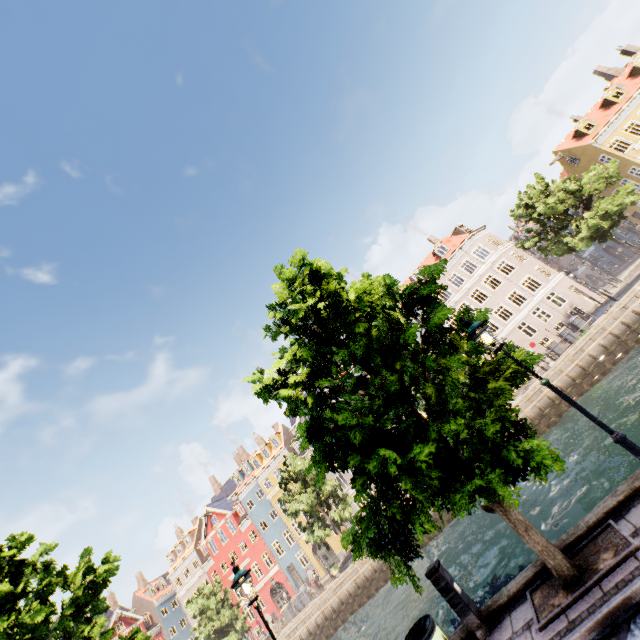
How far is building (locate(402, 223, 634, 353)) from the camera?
32.2 meters

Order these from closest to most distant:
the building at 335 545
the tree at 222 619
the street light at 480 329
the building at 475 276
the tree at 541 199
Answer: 1. the street light at 480 329
2. the tree at 541 199
3. the tree at 222 619
4. the building at 475 276
5. the building at 335 545

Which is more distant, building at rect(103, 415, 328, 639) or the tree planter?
building at rect(103, 415, 328, 639)

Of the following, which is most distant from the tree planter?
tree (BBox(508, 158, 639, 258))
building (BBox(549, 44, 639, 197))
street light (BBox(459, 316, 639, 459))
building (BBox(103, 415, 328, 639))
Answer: building (BBox(103, 415, 328, 639))

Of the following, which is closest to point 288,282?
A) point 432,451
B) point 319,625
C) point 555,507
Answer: point 432,451

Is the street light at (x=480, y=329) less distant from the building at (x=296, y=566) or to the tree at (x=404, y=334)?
the tree at (x=404, y=334)

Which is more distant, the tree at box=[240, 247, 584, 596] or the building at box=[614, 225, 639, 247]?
the building at box=[614, 225, 639, 247]

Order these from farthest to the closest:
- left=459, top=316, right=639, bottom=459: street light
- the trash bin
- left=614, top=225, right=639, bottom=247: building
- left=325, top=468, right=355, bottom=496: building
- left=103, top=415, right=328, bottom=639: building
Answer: left=614, top=225, right=639, bottom=247: building, left=103, top=415, right=328, bottom=639: building, left=325, top=468, right=355, bottom=496: building, the trash bin, left=459, top=316, right=639, bottom=459: street light
